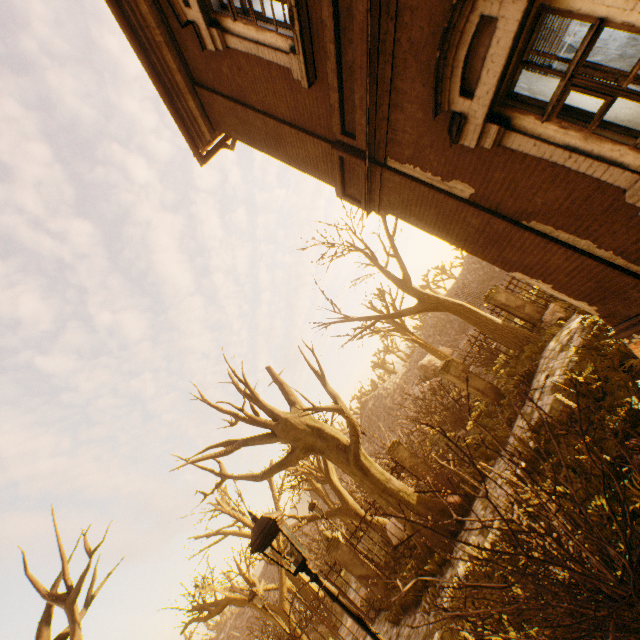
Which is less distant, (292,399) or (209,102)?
(209,102)

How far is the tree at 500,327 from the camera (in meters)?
11.83

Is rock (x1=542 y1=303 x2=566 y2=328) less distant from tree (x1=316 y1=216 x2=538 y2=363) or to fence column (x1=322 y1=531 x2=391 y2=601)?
fence column (x1=322 y1=531 x2=391 y2=601)

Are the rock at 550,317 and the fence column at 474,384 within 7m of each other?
yes

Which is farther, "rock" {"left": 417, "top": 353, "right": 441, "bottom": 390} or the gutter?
"rock" {"left": 417, "top": 353, "right": 441, "bottom": 390}

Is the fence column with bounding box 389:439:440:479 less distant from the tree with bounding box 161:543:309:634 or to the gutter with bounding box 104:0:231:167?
the tree with bounding box 161:543:309:634

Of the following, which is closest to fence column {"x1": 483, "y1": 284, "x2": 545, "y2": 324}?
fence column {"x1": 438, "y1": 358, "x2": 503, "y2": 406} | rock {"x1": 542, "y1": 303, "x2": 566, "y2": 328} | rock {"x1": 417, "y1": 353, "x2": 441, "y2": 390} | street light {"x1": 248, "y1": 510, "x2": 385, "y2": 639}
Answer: rock {"x1": 542, "y1": 303, "x2": 566, "y2": 328}

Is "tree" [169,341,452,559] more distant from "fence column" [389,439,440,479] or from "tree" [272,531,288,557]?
"tree" [272,531,288,557]
